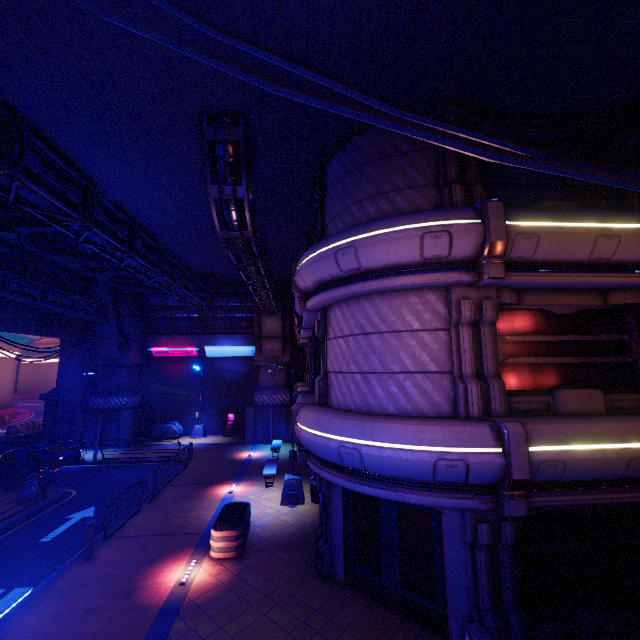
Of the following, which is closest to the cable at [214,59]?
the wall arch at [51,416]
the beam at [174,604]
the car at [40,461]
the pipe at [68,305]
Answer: the pipe at [68,305]

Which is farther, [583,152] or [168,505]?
[168,505]

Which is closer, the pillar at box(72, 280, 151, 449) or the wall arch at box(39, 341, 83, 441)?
the pillar at box(72, 280, 151, 449)

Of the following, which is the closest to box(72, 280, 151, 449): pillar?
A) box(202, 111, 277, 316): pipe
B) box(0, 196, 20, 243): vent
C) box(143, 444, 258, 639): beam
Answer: box(0, 196, 20, 243): vent

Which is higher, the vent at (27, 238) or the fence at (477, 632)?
the vent at (27, 238)

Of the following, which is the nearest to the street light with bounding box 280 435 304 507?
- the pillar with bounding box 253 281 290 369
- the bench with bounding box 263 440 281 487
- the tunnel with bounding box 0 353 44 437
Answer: the bench with bounding box 263 440 281 487

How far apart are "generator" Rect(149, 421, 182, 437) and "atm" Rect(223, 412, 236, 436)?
3.3 meters

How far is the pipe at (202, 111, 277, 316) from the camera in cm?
863
